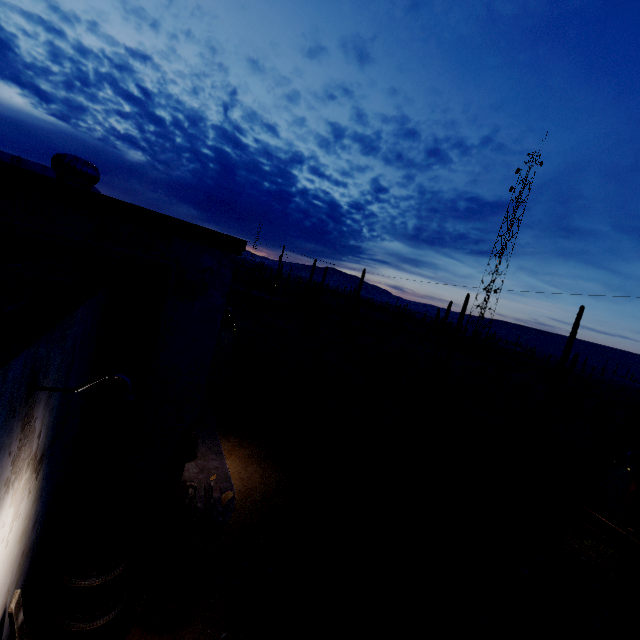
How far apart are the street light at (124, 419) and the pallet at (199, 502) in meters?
4.2 m

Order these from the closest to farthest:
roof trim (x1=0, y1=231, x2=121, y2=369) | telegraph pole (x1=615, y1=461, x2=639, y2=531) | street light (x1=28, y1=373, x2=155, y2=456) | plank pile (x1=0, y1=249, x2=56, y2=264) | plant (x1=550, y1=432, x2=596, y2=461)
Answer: roof trim (x1=0, y1=231, x2=121, y2=369) < street light (x1=28, y1=373, x2=155, y2=456) < plank pile (x1=0, y1=249, x2=56, y2=264) < telegraph pole (x1=615, y1=461, x2=639, y2=531) < plant (x1=550, y1=432, x2=596, y2=461)

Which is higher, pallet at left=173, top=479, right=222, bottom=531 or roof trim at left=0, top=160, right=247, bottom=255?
roof trim at left=0, top=160, right=247, bottom=255

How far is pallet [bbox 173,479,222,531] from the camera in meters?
5.6 m

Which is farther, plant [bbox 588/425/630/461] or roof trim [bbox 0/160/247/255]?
plant [bbox 588/425/630/461]

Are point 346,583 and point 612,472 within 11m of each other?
no

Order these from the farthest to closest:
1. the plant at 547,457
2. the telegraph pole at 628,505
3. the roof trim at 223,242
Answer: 1. the plant at 547,457
2. the telegraph pole at 628,505
3. the roof trim at 223,242

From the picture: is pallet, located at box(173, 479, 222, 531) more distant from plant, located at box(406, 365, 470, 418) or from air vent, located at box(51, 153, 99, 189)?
plant, located at box(406, 365, 470, 418)
